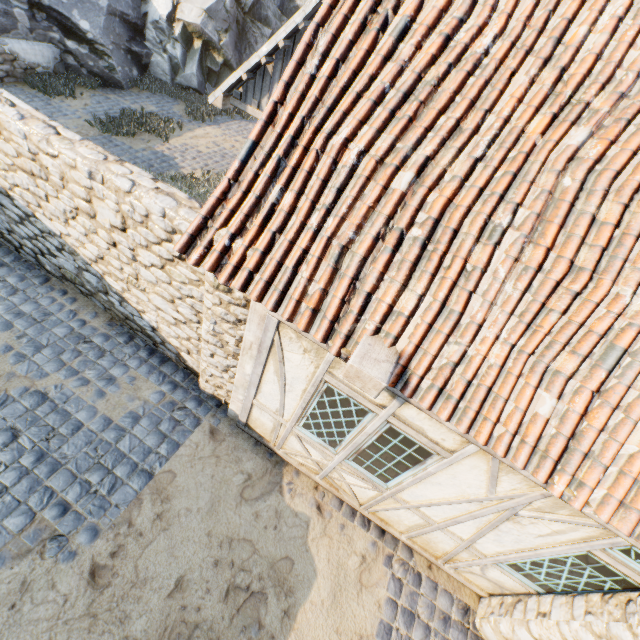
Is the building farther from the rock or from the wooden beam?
the rock

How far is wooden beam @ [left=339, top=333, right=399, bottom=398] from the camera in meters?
2.7

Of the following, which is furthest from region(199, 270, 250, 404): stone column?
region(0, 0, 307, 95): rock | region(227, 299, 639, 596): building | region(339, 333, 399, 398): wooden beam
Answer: region(0, 0, 307, 95): rock

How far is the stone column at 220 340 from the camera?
3.6m

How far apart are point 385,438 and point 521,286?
2.1 meters

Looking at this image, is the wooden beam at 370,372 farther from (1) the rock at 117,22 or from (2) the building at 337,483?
(1) the rock at 117,22

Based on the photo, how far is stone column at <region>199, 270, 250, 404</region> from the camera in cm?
363

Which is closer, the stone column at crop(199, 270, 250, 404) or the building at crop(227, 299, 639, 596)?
the building at crop(227, 299, 639, 596)
